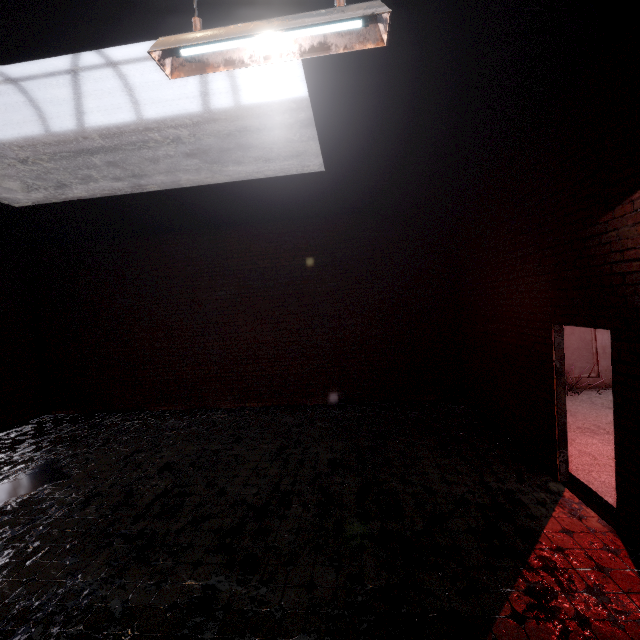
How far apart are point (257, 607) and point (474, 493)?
3.0 meters
